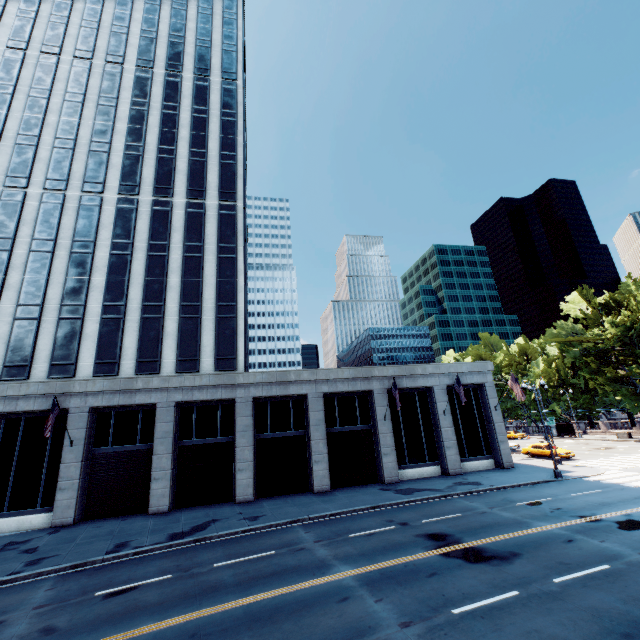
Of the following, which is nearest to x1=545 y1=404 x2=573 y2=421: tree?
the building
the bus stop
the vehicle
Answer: the bus stop

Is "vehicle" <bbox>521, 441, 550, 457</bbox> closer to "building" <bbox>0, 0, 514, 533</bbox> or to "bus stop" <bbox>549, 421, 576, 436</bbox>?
"building" <bbox>0, 0, 514, 533</bbox>

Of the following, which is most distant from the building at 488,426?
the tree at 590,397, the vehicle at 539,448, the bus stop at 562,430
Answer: the bus stop at 562,430

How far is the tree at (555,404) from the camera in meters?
57.8 m

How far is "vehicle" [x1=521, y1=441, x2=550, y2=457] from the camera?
33.22m

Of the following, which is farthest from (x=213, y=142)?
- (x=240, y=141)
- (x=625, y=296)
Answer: (x=625, y=296)

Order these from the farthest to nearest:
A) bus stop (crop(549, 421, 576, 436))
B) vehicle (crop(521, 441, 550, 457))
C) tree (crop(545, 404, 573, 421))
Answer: tree (crop(545, 404, 573, 421)) → bus stop (crop(549, 421, 576, 436)) → vehicle (crop(521, 441, 550, 457))

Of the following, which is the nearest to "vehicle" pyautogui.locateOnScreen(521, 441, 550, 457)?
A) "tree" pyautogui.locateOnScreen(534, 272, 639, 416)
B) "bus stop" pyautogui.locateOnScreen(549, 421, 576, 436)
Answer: "tree" pyautogui.locateOnScreen(534, 272, 639, 416)
